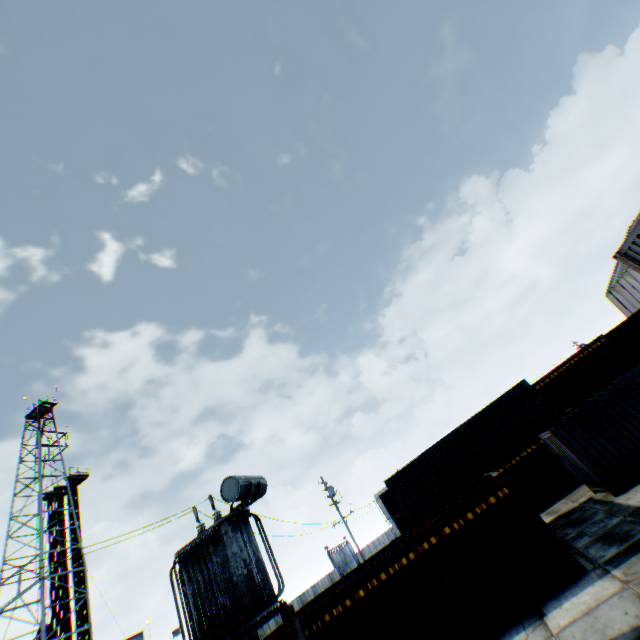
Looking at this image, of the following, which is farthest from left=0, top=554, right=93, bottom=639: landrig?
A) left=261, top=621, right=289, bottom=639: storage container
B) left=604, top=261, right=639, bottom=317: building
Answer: left=604, top=261, right=639, bottom=317: building

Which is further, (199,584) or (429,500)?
(429,500)

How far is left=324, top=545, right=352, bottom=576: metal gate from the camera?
55.5 meters

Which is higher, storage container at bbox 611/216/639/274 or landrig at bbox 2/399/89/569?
landrig at bbox 2/399/89/569

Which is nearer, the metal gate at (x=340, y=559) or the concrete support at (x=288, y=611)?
the concrete support at (x=288, y=611)

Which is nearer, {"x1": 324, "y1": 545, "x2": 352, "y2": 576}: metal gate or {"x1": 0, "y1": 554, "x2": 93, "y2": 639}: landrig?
{"x1": 0, "y1": 554, "x2": 93, "y2": 639}: landrig

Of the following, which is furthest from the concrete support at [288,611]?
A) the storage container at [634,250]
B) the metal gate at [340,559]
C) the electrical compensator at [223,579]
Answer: the metal gate at [340,559]

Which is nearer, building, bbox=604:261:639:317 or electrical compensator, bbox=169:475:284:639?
electrical compensator, bbox=169:475:284:639
